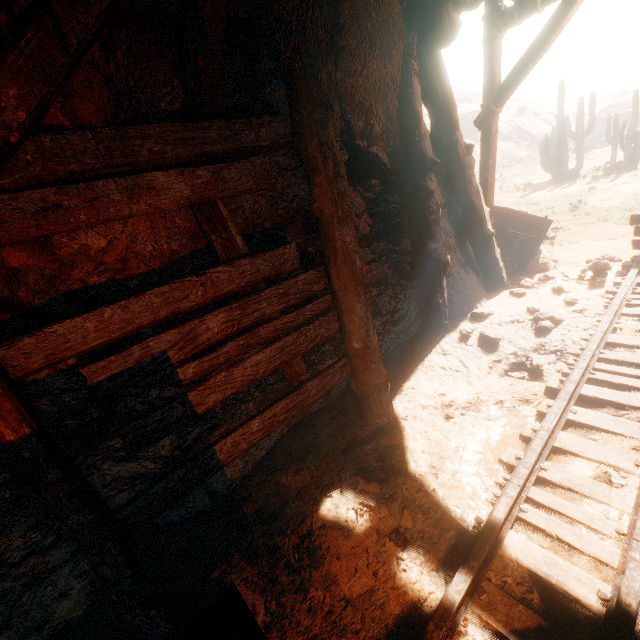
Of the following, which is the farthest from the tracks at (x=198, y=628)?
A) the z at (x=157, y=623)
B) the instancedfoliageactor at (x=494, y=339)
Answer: the instancedfoliageactor at (x=494, y=339)

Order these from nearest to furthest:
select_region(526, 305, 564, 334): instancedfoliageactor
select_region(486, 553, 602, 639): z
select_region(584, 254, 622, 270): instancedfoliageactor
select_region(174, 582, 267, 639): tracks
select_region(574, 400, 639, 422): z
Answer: select_region(174, 582, 267, 639): tracks < select_region(486, 553, 602, 639): z < select_region(574, 400, 639, 422): z < select_region(526, 305, 564, 334): instancedfoliageactor < select_region(584, 254, 622, 270): instancedfoliageactor

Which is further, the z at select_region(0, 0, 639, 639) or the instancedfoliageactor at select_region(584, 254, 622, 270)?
the instancedfoliageactor at select_region(584, 254, 622, 270)

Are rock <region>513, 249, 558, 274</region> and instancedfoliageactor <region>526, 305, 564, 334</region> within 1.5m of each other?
no

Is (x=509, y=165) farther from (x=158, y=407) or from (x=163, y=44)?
(x=158, y=407)

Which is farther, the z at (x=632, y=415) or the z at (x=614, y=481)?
the z at (x=632, y=415)

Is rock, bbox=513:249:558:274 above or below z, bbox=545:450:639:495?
above

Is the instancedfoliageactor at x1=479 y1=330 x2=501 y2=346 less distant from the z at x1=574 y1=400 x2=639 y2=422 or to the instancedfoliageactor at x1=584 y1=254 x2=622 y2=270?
the z at x1=574 y1=400 x2=639 y2=422
